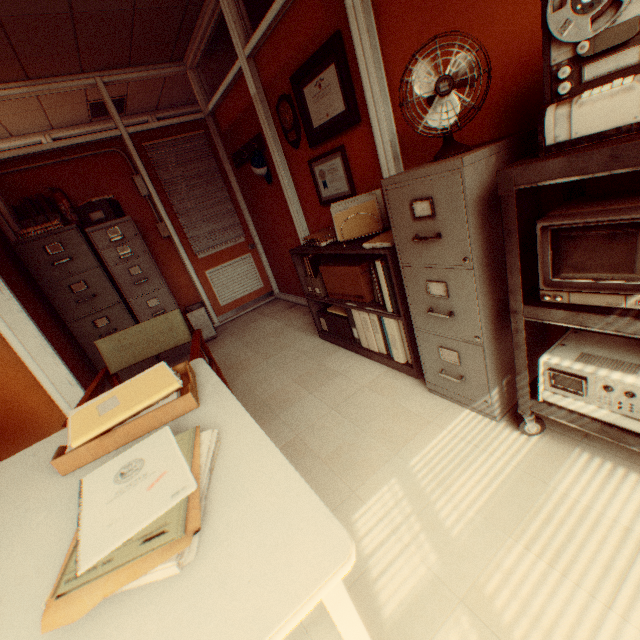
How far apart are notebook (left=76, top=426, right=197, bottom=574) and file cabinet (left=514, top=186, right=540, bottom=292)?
1.4 meters

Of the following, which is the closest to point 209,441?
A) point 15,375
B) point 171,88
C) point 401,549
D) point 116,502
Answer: point 116,502

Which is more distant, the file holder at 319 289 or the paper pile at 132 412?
the file holder at 319 289

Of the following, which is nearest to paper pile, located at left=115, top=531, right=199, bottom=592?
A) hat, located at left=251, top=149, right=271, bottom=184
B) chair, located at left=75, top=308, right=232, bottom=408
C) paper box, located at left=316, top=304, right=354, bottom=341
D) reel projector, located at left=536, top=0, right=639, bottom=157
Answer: chair, located at left=75, top=308, right=232, bottom=408

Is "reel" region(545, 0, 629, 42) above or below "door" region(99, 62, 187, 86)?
below

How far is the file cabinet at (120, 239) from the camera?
3.8 meters

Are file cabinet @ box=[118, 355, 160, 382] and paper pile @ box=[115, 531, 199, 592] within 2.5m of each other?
no

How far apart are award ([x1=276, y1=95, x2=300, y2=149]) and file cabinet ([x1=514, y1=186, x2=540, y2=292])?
1.7m
